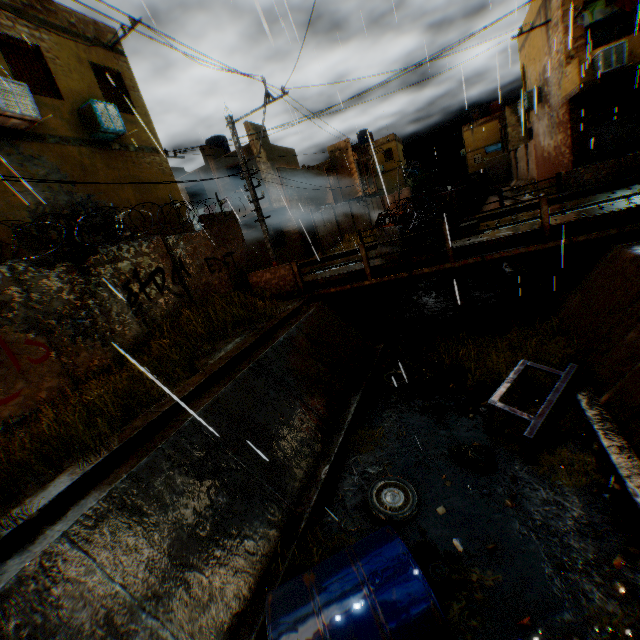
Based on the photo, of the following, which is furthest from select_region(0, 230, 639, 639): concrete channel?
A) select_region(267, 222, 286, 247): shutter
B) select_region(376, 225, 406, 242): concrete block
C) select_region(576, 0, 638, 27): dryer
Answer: select_region(576, 0, 638, 27): dryer

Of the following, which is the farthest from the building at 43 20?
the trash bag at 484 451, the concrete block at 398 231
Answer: the trash bag at 484 451

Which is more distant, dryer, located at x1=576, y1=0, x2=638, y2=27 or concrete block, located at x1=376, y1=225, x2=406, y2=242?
dryer, located at x1=576, y1=0, x2=638, y2=27

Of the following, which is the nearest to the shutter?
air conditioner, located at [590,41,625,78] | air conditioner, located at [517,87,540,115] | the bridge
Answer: the bridge

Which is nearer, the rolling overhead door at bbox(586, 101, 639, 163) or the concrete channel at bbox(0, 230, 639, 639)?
the concrete channel at bbox(0, 230, 639, 639)

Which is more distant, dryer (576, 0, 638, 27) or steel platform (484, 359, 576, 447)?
dryer (576, 0, 638, 27)

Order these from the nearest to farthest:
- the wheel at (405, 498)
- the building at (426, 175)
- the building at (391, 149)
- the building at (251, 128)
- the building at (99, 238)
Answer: the wheel at (405, 498)
the building at (99, 238)
the building at (251, 128)
the building at (391, 149)
the building at (426, 175)

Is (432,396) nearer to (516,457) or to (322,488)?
(516,457)
